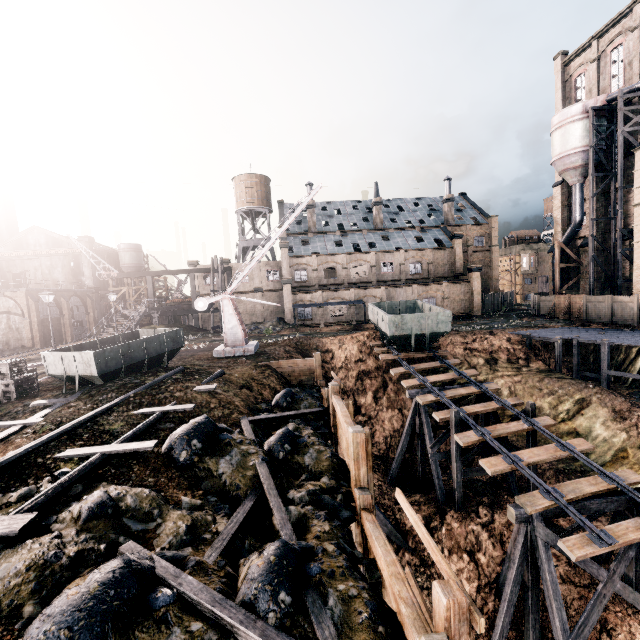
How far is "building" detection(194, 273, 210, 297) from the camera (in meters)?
48.31

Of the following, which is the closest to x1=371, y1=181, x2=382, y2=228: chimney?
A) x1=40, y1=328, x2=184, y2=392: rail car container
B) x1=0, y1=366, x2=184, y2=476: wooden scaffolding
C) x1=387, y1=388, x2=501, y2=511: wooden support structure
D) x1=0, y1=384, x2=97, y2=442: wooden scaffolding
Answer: x1=387, y1=388, x2=501, y2=511: wooden support structure

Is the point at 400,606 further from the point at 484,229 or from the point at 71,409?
the point at 484,229

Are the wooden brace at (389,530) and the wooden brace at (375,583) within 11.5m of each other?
yes

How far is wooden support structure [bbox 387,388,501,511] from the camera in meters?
17.6

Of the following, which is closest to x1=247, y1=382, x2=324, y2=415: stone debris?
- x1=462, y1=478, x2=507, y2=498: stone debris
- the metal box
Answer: the metal box

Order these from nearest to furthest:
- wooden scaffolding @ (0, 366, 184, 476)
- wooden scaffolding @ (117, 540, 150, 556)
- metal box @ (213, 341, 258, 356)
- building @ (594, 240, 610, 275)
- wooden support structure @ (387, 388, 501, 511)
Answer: wooden scaffolding @ (117, 540, 150, 556), wooden scaffolding @ (0, 366, 184, 476), wooden support structure @ (387, 388, 501, 511), metal box @ (213, 341, 258, 356), building @ (594, 240, 610, 275)

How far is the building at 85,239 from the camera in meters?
54.7
